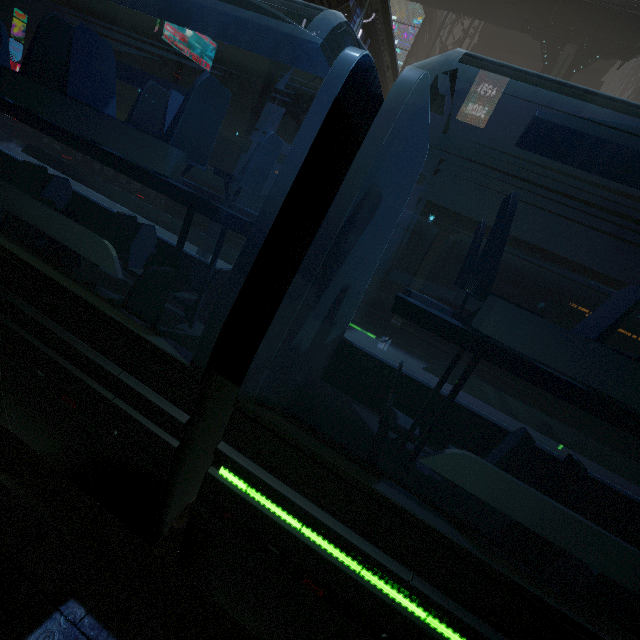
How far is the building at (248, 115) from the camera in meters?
13.3

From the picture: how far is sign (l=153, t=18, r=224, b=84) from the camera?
14.7m

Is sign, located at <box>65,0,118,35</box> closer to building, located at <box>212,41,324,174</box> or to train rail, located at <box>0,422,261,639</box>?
building, located at <box>212,41,324,174</box>

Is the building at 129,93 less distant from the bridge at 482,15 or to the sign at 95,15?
the sign at 95,15

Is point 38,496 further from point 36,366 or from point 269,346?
point 269,346

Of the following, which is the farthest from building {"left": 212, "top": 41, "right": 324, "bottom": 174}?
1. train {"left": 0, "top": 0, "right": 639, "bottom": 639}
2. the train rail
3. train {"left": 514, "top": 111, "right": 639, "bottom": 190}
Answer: train {"left": 514, "top": 111, "right": 639, "bottom": 190}

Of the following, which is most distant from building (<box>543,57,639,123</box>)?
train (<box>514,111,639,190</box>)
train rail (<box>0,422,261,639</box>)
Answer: train (<box>514,111,639,190</box>)

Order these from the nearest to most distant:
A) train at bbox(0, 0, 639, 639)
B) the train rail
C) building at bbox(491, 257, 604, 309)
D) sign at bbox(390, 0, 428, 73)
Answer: train at bbox(0, 0, 639, 639) → the train rail → building at bbox(491, 257, 604, 309) → sign at bbox(390, 0, 428, 73)
